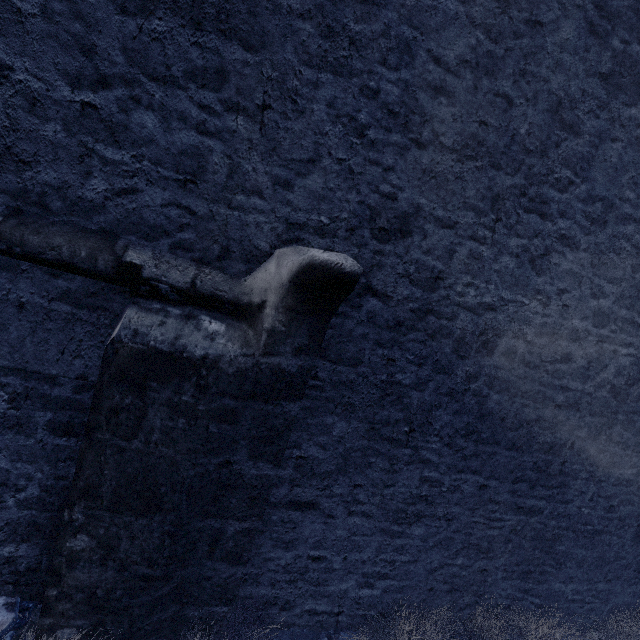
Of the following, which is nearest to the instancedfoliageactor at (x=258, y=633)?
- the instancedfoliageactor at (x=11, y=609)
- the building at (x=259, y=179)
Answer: the building at (x=259, y=179)

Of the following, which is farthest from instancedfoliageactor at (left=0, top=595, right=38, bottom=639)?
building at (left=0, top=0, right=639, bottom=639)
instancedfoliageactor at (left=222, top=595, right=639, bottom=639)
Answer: instancedfoliageactor at (left=222, top=595, right=639, bottom=639)

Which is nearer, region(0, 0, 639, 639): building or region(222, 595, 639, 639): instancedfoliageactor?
region(0, 0, 639, 639): building

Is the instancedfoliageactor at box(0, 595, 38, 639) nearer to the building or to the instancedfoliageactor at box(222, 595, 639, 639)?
the building

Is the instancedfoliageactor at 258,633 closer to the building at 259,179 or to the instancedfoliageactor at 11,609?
the building at 259,179

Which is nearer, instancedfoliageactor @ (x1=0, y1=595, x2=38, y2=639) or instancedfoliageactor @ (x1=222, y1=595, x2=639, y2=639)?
instancedfoliageactor @ (x1=0, y1=595, x2=38, y2=639)

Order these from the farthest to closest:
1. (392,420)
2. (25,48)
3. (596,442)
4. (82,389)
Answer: (596,442)
(392,420)
(82,389)
(25,48)
